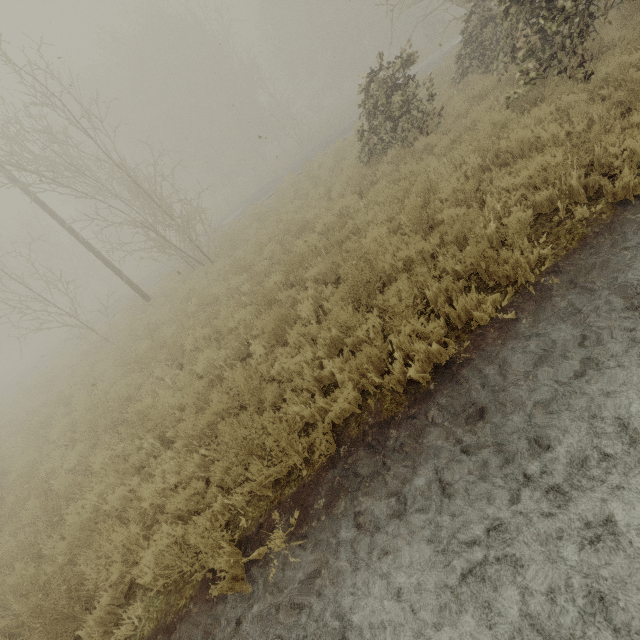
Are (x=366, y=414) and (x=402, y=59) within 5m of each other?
no
